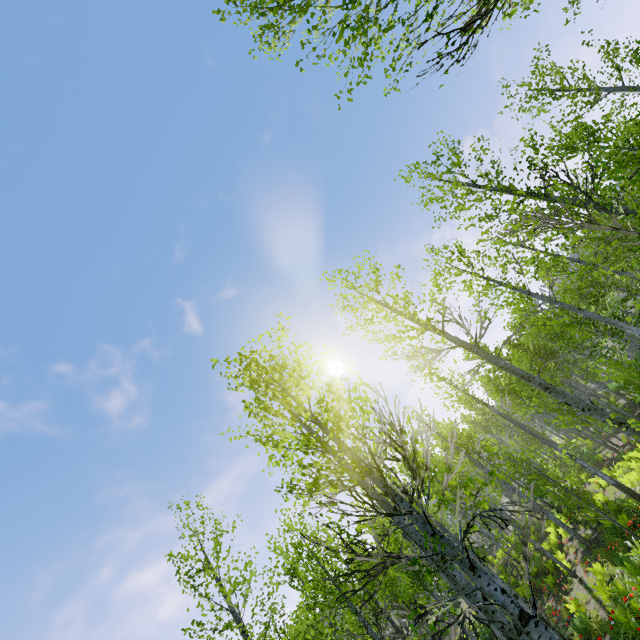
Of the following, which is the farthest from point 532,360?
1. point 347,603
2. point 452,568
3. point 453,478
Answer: point 347,603
